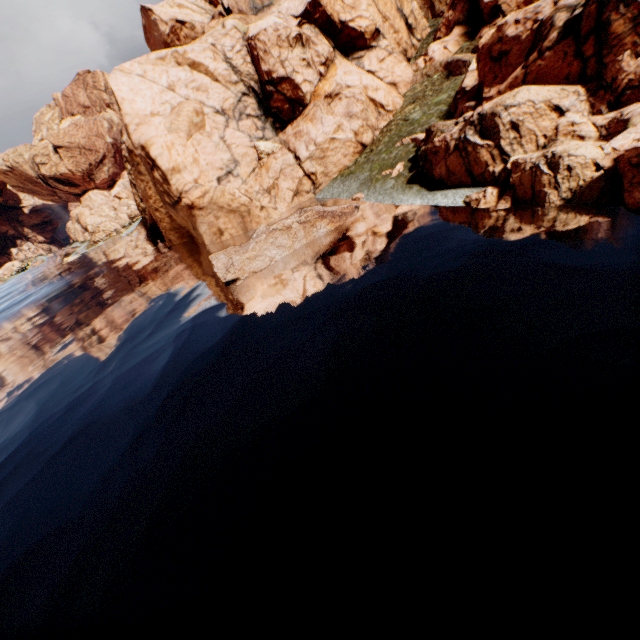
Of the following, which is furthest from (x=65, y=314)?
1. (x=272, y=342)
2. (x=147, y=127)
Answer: (x=272, y=342)
